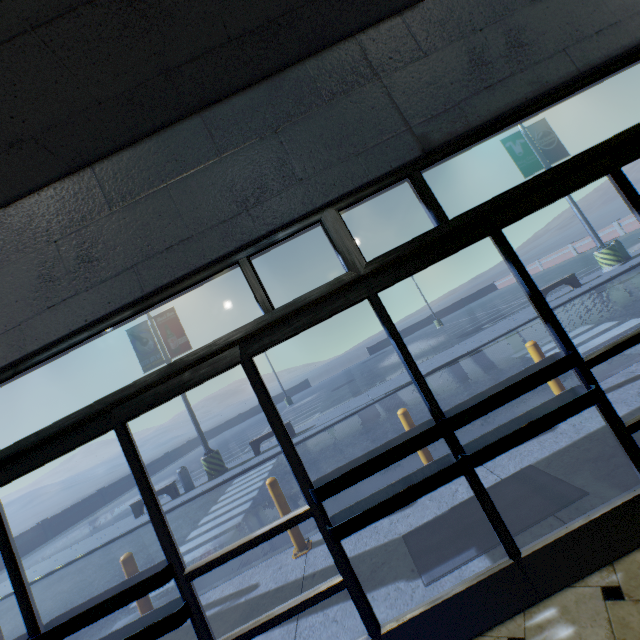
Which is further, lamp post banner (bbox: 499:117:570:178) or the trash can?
lamp post banner (bbox: 499:117:570:178)

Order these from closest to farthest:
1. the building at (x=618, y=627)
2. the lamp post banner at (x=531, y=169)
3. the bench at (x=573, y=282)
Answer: the building at (x=618, y=627)
the bench at (x=573, y=282)
the lamp post banner at (x=531, y=169)

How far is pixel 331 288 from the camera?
2.27m

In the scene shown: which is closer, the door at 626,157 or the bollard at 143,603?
the door at 626,157

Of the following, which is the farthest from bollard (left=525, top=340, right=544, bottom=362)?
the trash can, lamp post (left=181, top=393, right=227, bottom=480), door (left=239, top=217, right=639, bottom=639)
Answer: the trash can

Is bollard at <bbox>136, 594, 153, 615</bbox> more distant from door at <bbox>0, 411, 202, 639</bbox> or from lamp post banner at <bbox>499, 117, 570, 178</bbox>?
lamp post banner at <bbox>499, 117, 570, 178</bbox>

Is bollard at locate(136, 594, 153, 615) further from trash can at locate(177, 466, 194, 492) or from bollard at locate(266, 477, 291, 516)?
trash can at locate(177, 466, 194, 492)

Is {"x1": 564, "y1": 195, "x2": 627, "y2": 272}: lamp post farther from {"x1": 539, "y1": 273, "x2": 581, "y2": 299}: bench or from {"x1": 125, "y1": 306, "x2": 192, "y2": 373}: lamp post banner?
{"x1": 125, "y1": 306, "x2": 192, "y2": 373}: lamp post banner
